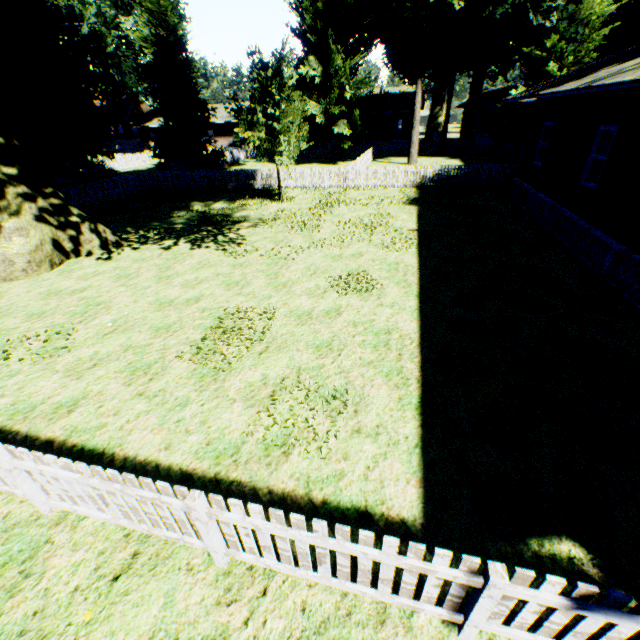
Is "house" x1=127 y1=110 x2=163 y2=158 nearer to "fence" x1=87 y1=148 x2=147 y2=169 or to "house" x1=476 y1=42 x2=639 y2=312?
"fence" x1=87 y1=148 x2=147 y2=169

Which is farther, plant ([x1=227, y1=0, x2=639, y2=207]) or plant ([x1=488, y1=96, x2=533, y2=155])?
plant ([x1=488, y1=96, x2=533, y2=155])

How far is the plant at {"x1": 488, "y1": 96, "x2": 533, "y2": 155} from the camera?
27.3 meters

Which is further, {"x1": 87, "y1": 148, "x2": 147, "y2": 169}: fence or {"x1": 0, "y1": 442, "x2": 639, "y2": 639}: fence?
{"x1": 87, "y1": 148, "x2": 147, "y2": 169}: fence

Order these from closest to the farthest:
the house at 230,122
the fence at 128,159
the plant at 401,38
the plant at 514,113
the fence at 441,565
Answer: the fence at 441,565
the plant at 401,38
the plant at 514,113
the fence at 128,159
the house at 230,122

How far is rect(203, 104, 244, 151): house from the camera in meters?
45.8 m

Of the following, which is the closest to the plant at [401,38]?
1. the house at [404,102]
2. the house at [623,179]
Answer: the house at [623,179]

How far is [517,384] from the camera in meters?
5.6 m
